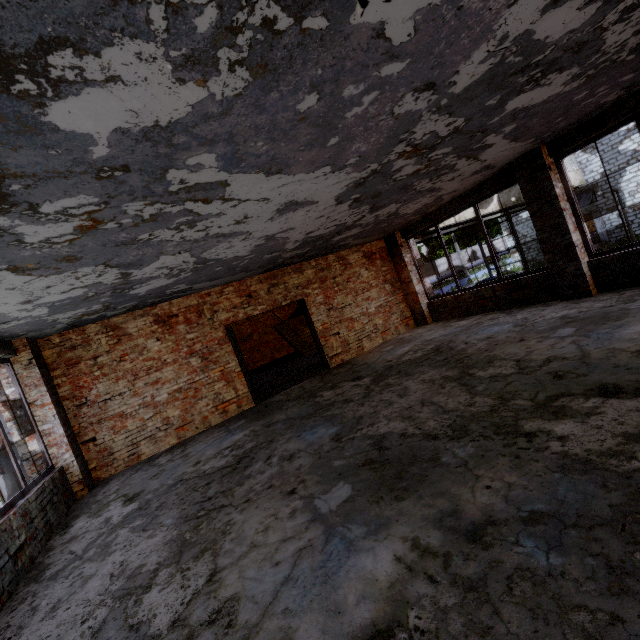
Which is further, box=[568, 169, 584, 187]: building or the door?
box=[568, 169, 584, 187]: building

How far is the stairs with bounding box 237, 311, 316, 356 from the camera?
14.8m

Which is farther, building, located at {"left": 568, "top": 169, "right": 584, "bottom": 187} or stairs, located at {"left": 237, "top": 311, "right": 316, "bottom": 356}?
building, located at {"left": 568, "top": 169, "right": 584, "bottom": 187}

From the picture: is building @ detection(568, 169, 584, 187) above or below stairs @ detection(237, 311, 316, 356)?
above

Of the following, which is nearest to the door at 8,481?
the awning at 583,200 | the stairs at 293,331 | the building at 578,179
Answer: the stairs at 293,331

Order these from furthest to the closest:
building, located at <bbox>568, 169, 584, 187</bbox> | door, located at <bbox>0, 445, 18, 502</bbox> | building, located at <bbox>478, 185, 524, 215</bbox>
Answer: building, located at <bbox>568, 169, 584, 187</bbox>, building, located at <bbox>478, 185, 524, 215</bbox>, door, located at <bbox>0, 445, 18, 502</bbox>

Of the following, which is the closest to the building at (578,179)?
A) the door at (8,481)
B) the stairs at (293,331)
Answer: the stairs at (293,331)

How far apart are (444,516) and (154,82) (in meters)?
3.31
